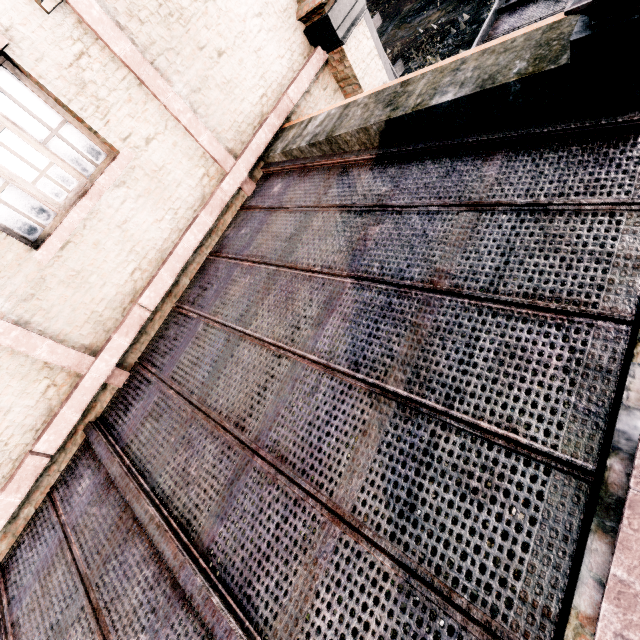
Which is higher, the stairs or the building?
the building

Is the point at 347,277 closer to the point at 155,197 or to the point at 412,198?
the point at 412,198

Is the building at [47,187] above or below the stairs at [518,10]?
above

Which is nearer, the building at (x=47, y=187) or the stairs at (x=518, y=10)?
the building at (x=47, y=187)

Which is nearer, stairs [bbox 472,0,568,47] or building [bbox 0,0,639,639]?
building [bbox 0,0,639,639]
